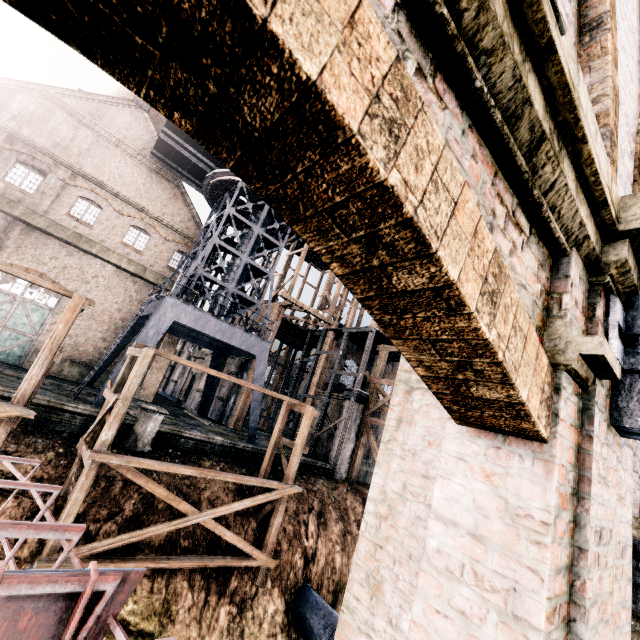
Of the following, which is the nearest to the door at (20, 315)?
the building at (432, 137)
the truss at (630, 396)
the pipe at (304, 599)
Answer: the building at (432, 137)

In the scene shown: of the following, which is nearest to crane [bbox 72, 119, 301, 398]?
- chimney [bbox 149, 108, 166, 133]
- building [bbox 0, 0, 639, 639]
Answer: building [bbox 0, 0, 639, 639]

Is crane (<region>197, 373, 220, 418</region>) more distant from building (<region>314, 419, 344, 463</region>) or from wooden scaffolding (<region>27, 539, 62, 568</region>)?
wooden scaffolding (<region>27, 539, 62, 568</region>)

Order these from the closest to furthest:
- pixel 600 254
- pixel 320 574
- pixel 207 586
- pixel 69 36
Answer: pixel 69 36
pixel 600 254
pixel 207 586
pixel 320 574

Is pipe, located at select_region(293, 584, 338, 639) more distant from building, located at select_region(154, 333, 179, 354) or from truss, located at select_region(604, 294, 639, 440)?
truss, located at select_region(604, 294, 639, 440)

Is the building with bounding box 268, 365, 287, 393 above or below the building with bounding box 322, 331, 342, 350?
below

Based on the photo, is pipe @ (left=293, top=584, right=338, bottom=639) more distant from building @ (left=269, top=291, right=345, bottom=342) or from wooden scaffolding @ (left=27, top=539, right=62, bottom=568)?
building @ (left=269, top=291, right=345, bottom=342)

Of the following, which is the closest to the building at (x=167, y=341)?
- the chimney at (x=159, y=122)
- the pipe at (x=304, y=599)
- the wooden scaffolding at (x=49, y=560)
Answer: the chimney at (x=159, y=122)
